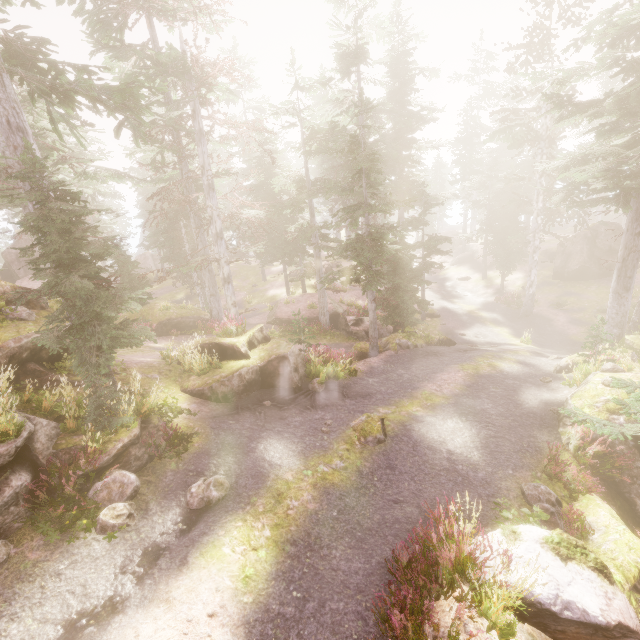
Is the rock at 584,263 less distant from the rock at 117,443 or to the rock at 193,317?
the rock at 117,443

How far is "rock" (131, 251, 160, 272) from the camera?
54.1 meters

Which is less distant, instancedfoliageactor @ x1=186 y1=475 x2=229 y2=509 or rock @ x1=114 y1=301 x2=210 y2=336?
instancedfoliageactor @ x1=186 y1=475 x2=229 y2=509

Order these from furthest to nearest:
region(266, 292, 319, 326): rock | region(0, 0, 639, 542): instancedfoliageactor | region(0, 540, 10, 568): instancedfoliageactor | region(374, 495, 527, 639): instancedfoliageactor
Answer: region(266, 292, 319, 326): rock, region(0, 0, 639, 542): instancedfoliageactor, region(0, 540, 10, 568): instancedfoliageactor, region(374, 495, 527, 639): instancedfoliageactor

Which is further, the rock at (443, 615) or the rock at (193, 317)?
the rock at (193, 317)

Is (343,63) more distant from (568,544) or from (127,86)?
(568,544)

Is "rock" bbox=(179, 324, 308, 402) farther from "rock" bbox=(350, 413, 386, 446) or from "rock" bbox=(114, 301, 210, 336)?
"rock" bbox=(350, 413, 386, 446)

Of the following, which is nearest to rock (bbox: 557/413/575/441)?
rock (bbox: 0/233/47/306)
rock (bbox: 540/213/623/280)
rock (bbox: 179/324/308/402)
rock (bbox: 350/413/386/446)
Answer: rock (bbox: 179/324/308/402)
